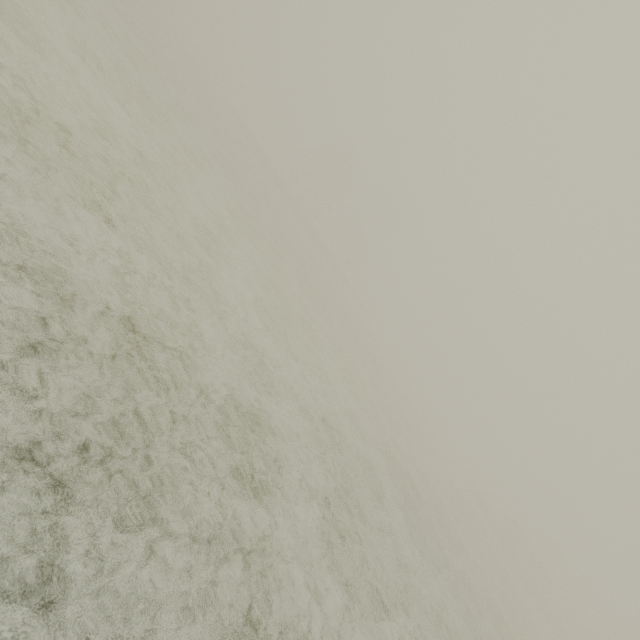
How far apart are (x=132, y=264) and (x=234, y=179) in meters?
15.2
